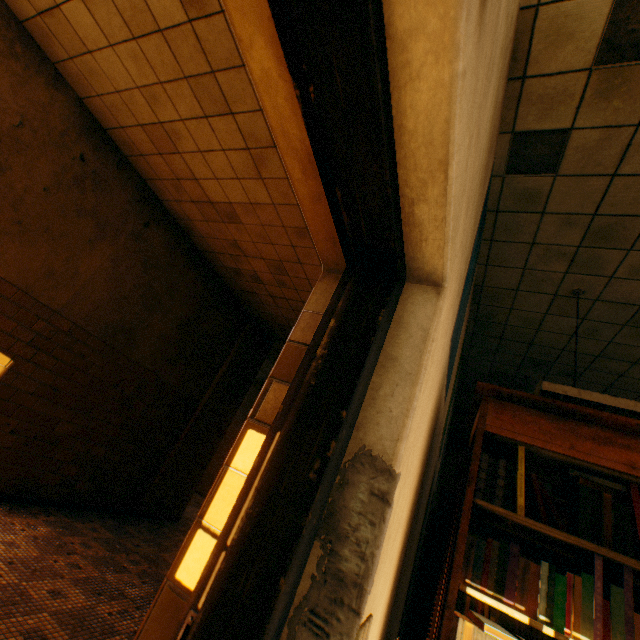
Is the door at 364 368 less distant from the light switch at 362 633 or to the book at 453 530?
the light switch at 362 633

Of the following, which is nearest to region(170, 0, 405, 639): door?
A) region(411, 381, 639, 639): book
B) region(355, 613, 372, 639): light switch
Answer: region(355, 613, 372, 639): light switch

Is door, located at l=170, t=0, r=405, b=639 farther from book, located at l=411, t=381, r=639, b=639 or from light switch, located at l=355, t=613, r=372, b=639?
book, located at l=411, t=381, r=639, b=639

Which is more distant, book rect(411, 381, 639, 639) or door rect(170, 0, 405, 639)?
book rect(411, 381, 639, 639)

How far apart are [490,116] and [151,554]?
5.5 meters

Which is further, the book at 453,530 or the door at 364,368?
the book at 453,530
